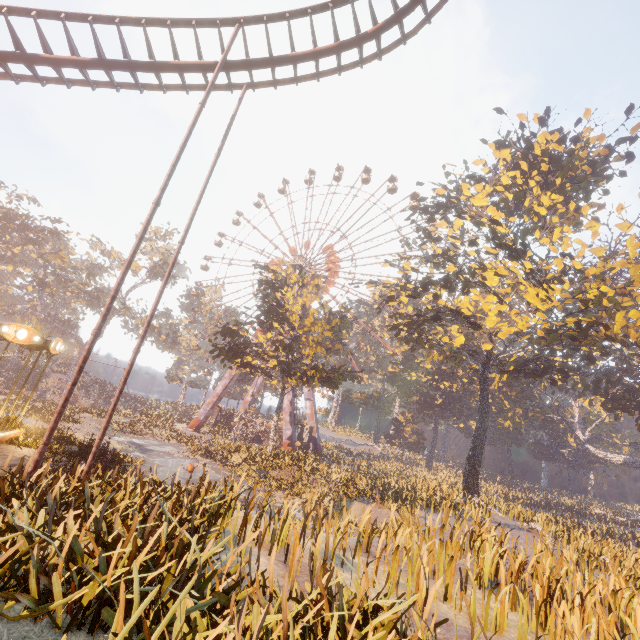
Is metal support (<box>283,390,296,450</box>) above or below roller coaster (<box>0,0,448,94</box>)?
below

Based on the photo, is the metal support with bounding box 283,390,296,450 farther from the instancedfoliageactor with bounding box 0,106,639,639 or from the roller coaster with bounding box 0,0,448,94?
the roller coaster with bounding box 0,0,448,94

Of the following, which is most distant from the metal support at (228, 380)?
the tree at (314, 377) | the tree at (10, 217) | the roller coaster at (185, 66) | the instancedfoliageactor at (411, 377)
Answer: the roller coaster at (185, 66)

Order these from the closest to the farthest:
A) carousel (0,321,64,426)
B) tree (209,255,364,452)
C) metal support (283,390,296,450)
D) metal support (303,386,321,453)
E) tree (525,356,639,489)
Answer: carousel (0,321,64,426)
tree (209,255,364,452)
tree (525,356,639,489)
metal support (283,390,296,450)
metal support (303,386,321,453)

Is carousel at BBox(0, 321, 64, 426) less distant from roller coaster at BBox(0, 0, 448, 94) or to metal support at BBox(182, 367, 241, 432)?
roller coaster at BBox(0, 0, 448, 94)

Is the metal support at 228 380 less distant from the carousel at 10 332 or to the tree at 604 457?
the carousel at 10 332

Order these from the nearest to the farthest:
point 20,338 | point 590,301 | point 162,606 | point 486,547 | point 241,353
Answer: point 162,606
point 486,547
point 20,338
point 590,301
point 241,353

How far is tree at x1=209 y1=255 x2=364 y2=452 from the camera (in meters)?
26.66
